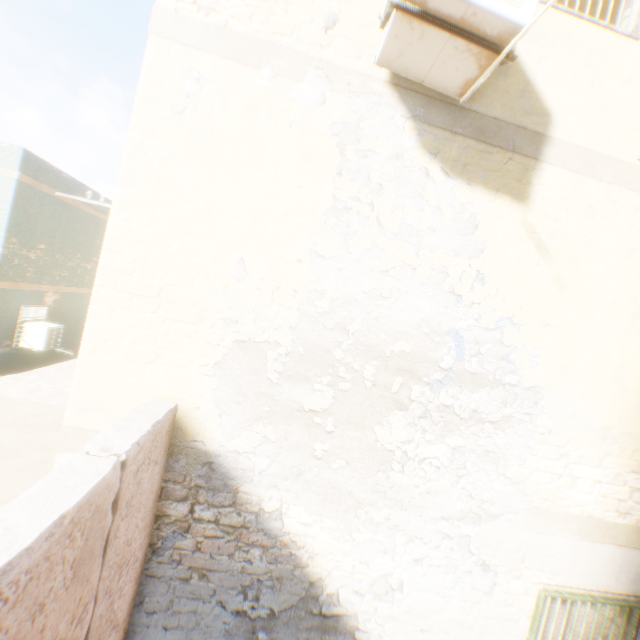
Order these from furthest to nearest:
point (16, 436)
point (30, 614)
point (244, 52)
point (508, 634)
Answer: point (16, 436) → point (508, 634) → point (244, 52) → point (30, 614)
